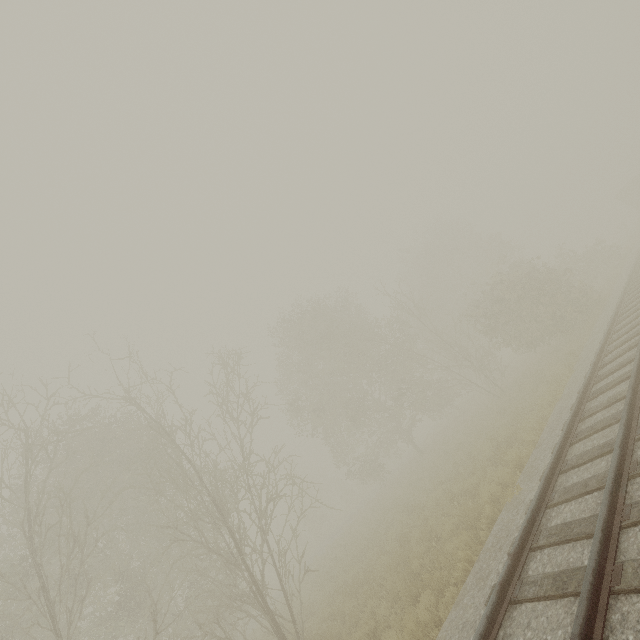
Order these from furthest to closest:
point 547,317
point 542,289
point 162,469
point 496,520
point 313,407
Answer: point 313,407
point 542,289
point 547,317
point 162,469
point 496,520

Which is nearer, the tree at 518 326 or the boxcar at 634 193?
the tree at 518 326

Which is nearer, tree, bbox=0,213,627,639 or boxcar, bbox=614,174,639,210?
tree, bbox=0,213,627,639
